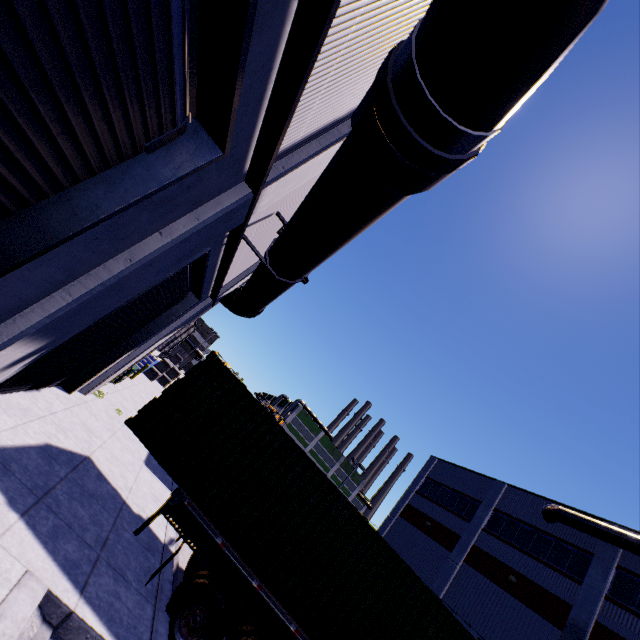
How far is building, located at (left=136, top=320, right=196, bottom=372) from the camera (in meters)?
22.86

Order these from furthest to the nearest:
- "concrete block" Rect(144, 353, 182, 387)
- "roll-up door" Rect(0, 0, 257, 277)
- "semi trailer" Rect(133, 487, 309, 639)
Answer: "concrete block" Rect(144, 353, 182, 387) → "semi trailer" Rect(133, 487, 309, 639) → "roll-up door" Rect(0, 0, 257, 277)

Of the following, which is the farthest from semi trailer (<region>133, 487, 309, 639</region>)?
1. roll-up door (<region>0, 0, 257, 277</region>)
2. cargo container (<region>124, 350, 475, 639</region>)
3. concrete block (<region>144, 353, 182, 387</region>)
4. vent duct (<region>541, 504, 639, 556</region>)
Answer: concrete block (<region>144, 353, 182, 387</region>)

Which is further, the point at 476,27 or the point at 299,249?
the point at 299,249

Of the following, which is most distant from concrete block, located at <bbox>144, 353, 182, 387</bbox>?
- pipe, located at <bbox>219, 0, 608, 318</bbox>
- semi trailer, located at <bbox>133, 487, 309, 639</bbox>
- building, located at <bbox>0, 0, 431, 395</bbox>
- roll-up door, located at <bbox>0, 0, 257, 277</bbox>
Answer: roll-up door, located at <bbox>0, 0, 257, 277</bbox>

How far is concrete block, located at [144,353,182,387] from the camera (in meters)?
25.31

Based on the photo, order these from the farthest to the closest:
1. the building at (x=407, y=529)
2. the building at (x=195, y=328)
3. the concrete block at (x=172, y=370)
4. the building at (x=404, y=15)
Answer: the concrete block at (x=172, y=370)
the building at (x=195, y=328)
the building at (x=407, y=529)
the building at (x=404, y=15)

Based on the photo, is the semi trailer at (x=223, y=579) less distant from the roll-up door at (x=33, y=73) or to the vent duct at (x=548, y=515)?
the roll-up door at (x=33, y=73)
